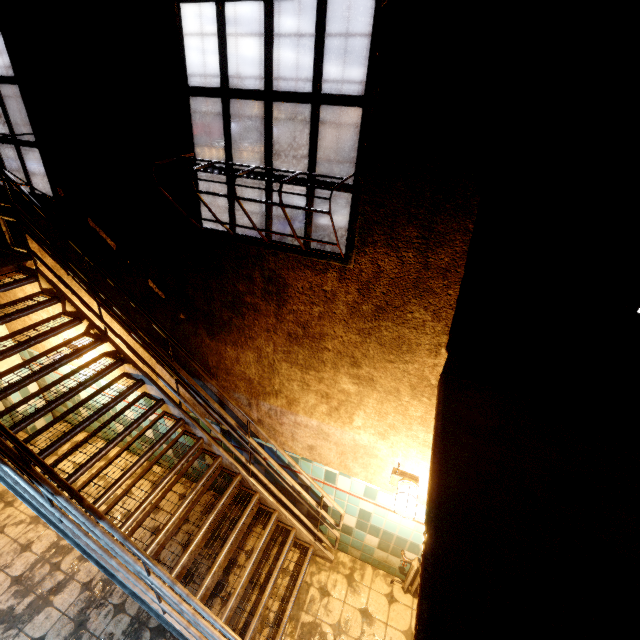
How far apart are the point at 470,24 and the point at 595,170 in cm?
Answer: 96

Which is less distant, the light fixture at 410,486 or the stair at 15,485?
the stair at 15,485

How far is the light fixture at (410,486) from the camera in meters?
2.9 m

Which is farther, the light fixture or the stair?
the light fixture

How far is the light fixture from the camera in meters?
2.9 m
